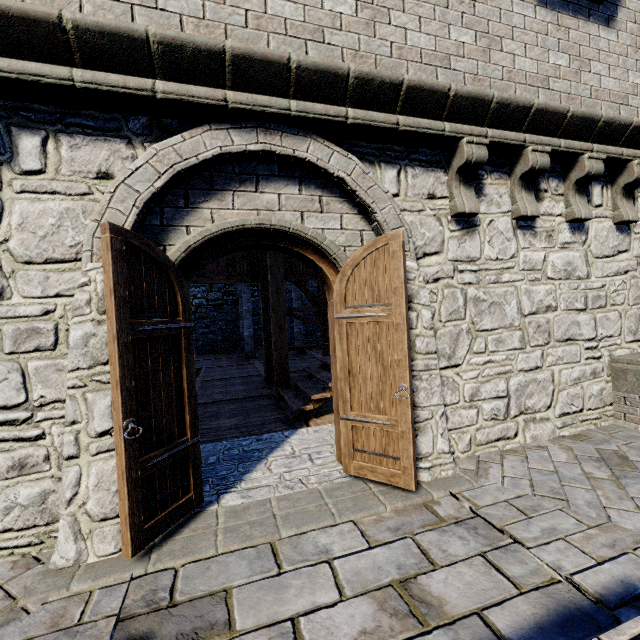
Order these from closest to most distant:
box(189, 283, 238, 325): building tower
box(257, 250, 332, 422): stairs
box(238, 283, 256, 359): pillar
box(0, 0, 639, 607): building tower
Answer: box(0, 0, 639, 607): building tower < box(257, 250, 332, 422): stairs < box(238, 283, 256, 359): pillar < box(189, 283, 238, 325): building tower

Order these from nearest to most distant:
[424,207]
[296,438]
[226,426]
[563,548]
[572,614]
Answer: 1. [572,614]
2. [563,548]
3. [424,207]
4. [296,438]
5. [226,426]

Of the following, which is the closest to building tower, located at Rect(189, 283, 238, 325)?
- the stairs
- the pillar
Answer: the stairs

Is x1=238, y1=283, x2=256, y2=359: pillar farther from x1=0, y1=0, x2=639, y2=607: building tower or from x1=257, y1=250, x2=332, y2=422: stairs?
x1=257, y1=250, x2=332, y2=422: stairs

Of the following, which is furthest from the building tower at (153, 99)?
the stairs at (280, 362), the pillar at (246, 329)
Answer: the pillar at (246, 329)

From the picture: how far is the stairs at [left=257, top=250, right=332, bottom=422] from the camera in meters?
6.0 m
